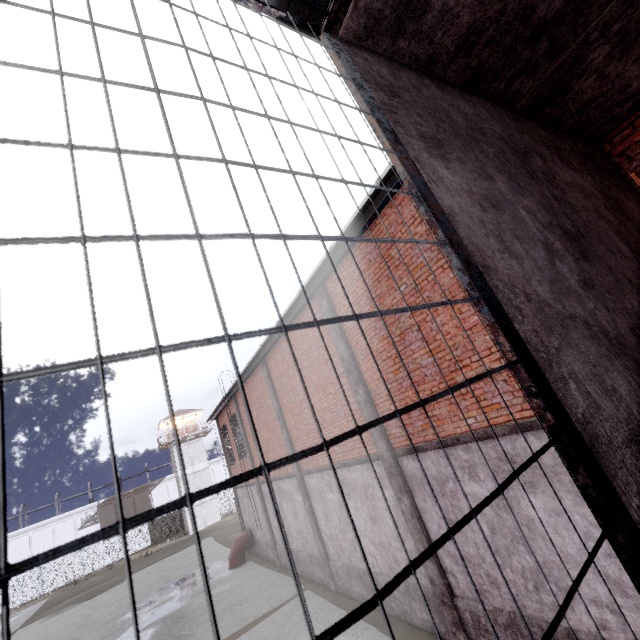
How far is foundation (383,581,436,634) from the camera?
7.7 meters

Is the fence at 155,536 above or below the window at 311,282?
below

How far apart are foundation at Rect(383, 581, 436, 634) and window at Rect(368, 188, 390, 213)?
7.68m

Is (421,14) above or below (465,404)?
above

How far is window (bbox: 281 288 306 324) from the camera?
9.6 meters

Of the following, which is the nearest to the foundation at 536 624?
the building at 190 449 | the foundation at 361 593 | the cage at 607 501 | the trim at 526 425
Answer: the foundation at 361 593

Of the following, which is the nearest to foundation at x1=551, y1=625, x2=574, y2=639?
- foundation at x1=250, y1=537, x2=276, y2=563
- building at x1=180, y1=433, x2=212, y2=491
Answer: foundation at x1=250, y1=537, x2=276, y2=563
